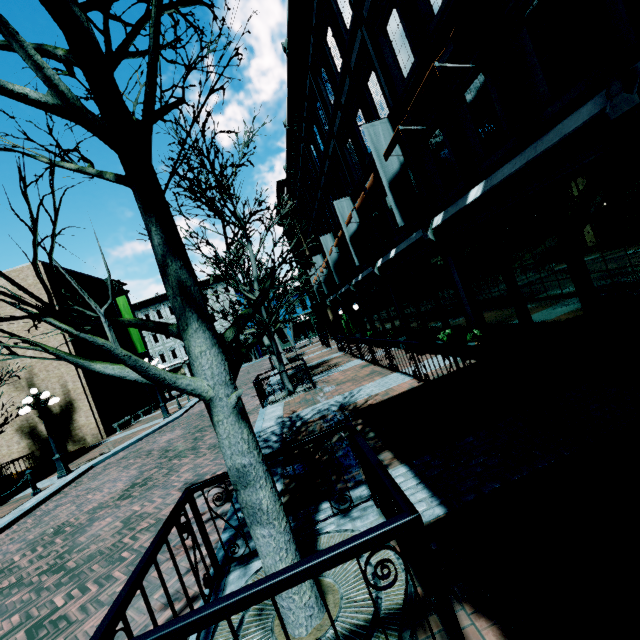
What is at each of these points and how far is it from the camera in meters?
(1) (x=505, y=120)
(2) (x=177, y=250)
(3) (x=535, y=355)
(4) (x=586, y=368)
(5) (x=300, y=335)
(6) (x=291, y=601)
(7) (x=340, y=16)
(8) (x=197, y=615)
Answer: (1) building, 5.7 m
(2) tree, 2.8 m
(3) railing, 3.9 m
(4) planter, 5.2 m
(5) building, 47.9 m
(6) tree, 2.5 m
(7) building, 9.8 m
(8) railing, 1.7 m

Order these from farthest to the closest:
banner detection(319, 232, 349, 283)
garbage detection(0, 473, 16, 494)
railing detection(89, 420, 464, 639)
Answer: banner detection(319, 232, 349, 283)
garbage detection(0, 473, 16, 494)
railing detection(89, 420, 464, 639)

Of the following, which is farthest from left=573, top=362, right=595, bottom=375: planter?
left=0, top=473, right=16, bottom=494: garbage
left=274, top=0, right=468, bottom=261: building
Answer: left=0, top=473, right=16, bottom=494: garbage

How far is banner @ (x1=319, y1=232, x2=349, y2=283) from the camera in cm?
1844

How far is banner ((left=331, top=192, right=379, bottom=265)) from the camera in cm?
1346

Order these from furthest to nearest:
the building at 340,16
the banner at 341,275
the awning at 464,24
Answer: the banner at 341,275 → the building at 340,16 → the awning at 464,24

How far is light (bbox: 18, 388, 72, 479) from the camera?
12.4m

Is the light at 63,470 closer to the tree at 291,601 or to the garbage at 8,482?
the garbage at 8,482
